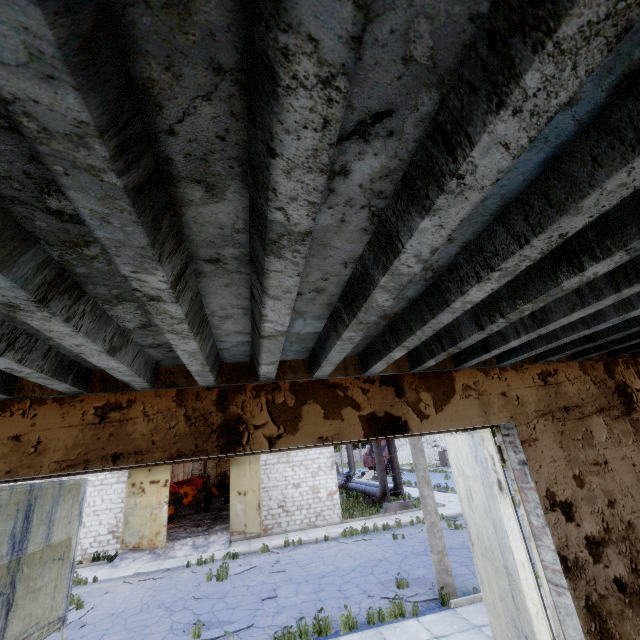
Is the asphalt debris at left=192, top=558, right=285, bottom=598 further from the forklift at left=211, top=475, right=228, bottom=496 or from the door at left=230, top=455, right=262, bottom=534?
the forklift at left=211, top=475, right=228, bottom=496

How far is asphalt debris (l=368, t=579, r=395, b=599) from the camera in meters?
9.0 m

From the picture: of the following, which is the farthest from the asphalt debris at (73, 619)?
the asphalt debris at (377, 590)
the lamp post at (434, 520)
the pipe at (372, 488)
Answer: the pipe at (372, 488)

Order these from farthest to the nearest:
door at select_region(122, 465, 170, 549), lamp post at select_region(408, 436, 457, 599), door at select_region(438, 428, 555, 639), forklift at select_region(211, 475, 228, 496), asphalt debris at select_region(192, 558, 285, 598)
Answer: forklift at select_region(211, 475, 228, 496) → door at select_region(122, 465, 170, 549) → asphalt debris at select_region(192, 558, 285, 598) → lamp post at select_region(408, 436, 457, 599) → door at select_region(438, 428, 555, 639)

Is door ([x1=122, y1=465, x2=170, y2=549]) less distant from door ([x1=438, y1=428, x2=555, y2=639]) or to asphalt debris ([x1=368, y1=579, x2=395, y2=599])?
asphalt debris ([x1=368, y1=579, x2=395, y2=599])

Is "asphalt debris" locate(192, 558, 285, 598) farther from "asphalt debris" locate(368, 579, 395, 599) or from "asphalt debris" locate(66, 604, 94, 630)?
"asphalt debris" locate(368, 579, 395, 599)

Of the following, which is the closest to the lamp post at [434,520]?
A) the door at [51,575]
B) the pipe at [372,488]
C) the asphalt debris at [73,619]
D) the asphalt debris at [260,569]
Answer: the pipe at [372,488]

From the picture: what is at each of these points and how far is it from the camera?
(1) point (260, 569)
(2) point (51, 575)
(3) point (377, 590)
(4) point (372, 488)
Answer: (1) asphalt debris, 12.42m
(2) door, 4.12m
(3) asphalt debris, 9.45m
(4) pipe, 22.59m
